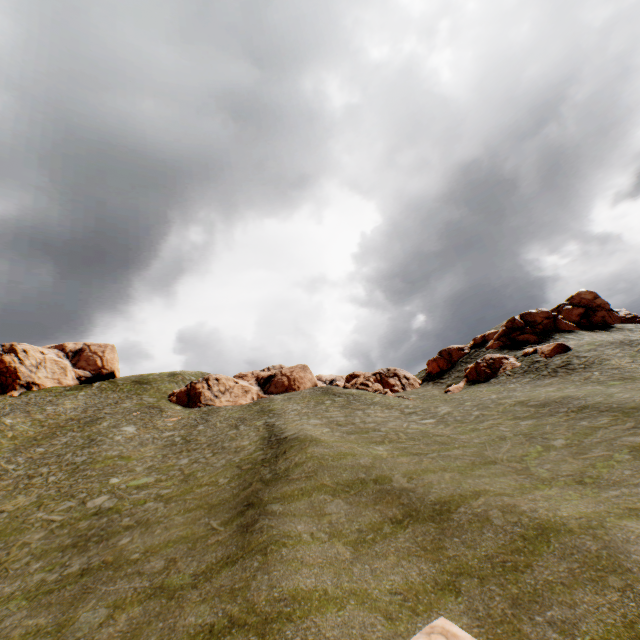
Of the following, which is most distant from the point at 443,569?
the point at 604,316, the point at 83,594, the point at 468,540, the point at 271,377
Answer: the point at 604,316

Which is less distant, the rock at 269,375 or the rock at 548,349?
the rock at 548,349

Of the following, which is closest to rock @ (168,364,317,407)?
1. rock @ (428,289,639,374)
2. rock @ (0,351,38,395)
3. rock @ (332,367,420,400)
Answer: rock @ (332,367,420,400)

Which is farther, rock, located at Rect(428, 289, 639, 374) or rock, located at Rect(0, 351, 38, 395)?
rock, located at Rect(0, 351, 38, 395)

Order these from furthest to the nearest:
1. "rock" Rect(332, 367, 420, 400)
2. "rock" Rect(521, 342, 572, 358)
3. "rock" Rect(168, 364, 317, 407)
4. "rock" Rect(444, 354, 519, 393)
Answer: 1. "rock" Rect(168, 364, 317, 407)
2. "rock" Rect(332, 367, 420, 400)
3. "rock" Rect(444, 354, 519, 393)
4. "rock" Rect(521, 342, 572, 358)

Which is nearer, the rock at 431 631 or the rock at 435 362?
the rock at 431 631

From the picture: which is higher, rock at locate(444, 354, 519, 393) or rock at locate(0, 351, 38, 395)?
rock at locate(0, 351, 38, 395)
